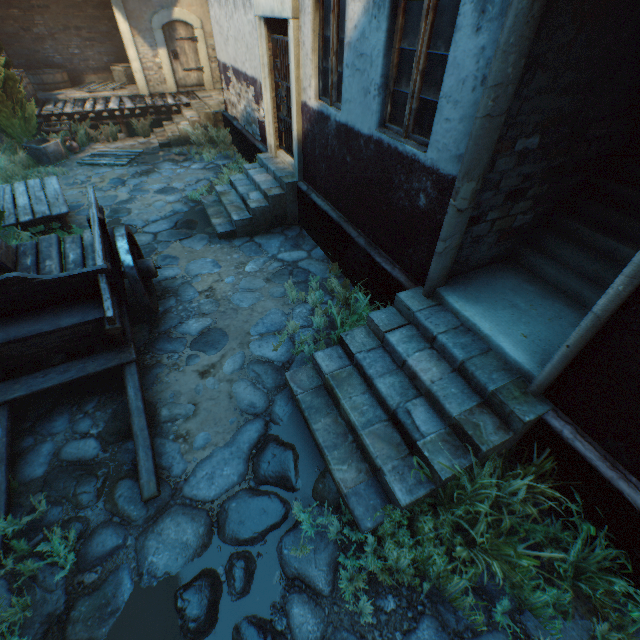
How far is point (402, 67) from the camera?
3.68m

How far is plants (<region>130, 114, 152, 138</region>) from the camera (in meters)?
11.70

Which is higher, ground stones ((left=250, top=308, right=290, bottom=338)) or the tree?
the tree

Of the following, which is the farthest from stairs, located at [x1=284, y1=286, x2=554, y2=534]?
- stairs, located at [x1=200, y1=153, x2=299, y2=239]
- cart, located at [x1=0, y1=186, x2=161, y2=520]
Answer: stairs, located at [x1=200, y1=153, x2=299, y2=239]

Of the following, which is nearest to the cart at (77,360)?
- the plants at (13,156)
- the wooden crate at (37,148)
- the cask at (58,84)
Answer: the plants at (13,156)

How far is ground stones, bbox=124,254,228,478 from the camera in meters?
3.7

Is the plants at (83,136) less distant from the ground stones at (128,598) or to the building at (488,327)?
the ground stones at (128,598)

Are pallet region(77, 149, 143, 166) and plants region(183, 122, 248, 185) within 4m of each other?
yes
